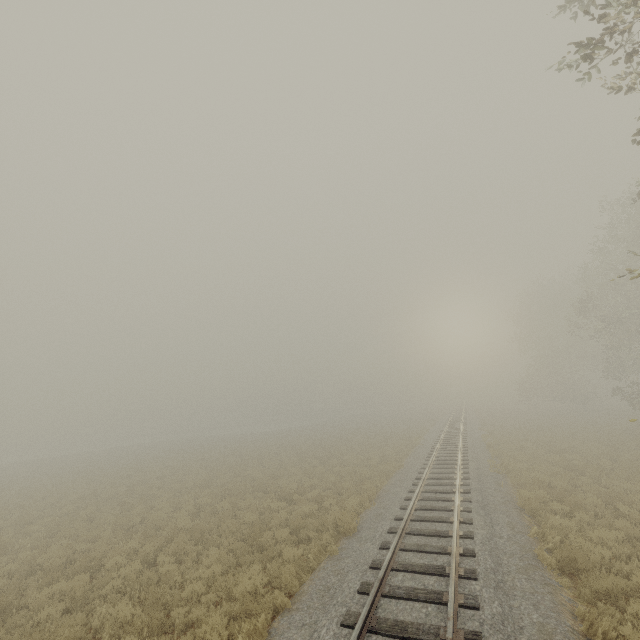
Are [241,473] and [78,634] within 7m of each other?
no
